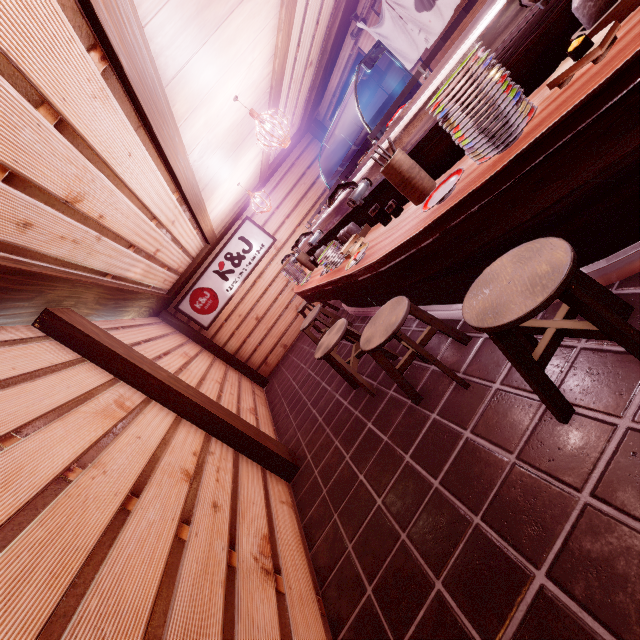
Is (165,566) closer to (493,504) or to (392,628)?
(392,628)

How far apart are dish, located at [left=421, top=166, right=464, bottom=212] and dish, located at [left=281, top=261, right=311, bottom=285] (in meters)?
5.98

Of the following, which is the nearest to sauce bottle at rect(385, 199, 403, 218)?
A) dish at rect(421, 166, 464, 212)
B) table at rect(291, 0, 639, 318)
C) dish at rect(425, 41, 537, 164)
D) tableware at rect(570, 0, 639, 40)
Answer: table at rect(291, 0, 639, 318)

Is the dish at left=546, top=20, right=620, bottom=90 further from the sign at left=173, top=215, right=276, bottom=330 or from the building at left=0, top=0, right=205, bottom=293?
the sign at left=173, top=215, right=276, bottom=330

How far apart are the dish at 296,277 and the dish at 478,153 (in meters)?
6.54

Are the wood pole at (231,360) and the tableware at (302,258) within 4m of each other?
no

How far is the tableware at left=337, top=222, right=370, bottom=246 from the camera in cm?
530

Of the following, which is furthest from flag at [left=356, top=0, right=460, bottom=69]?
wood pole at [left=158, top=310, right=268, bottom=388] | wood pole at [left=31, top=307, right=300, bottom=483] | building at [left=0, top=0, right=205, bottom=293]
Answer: wood pole at [left=158, top=310, right=268, bottom=388]
